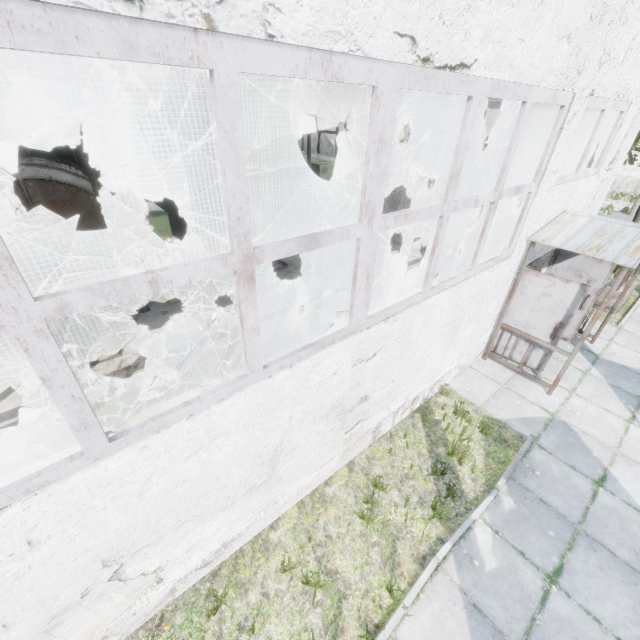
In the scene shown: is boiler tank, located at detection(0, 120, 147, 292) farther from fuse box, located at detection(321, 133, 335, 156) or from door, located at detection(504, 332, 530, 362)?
fuse box, located at detection(321, 133, 335, 156)

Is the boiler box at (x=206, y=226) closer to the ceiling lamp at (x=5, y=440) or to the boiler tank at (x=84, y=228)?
the boiler tank at (x=84, y=228)

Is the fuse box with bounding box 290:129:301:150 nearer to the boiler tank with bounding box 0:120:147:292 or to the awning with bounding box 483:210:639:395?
the boiler tank with bounding box 0:120:147:292

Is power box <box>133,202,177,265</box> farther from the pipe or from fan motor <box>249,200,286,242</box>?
the pipe

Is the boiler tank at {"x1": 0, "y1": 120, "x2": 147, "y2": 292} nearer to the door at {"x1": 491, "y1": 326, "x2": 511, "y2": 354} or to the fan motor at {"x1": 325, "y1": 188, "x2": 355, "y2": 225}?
the fan motor at {"x1": 325, "y1": 188, "x2": 355, "y2": 225}

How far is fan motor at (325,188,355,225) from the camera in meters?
12.4

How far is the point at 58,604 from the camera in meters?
2.7

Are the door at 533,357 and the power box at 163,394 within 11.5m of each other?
yes
